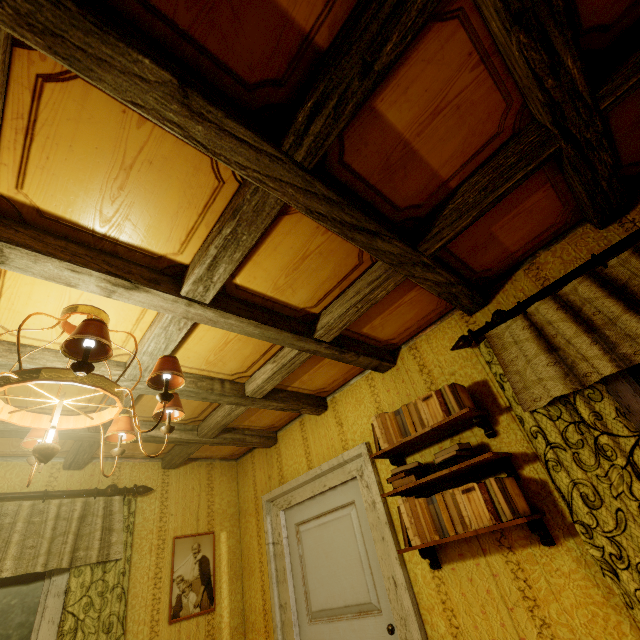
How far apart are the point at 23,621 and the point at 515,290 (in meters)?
4.18

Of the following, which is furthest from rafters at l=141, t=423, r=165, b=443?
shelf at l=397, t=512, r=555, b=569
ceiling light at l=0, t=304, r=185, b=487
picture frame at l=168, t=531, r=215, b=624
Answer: shelf at l=397, t=512, r=555, b=569

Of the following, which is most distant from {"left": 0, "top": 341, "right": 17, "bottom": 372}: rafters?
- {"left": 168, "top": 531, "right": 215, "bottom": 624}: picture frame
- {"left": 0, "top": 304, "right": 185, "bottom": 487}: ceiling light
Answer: {"left": 168, "top": 531, "right": 215, "bottom": 624}: picture frame

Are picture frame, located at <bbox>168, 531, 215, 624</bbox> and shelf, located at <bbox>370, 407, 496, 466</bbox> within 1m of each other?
no

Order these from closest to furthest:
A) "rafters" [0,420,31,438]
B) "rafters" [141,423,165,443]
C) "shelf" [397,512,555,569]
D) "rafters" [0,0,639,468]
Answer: "rafters" [0,0,639,468]
"shelf" [397,512,555,569]
"rafters" [0,420,31,438]
"rafters" [141,423,165,443]

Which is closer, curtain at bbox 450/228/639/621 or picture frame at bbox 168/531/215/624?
curtain at bbox 450/228/639/621

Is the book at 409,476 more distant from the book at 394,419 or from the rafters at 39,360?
the rafters at 39,360

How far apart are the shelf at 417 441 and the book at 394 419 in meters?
0.1 m
